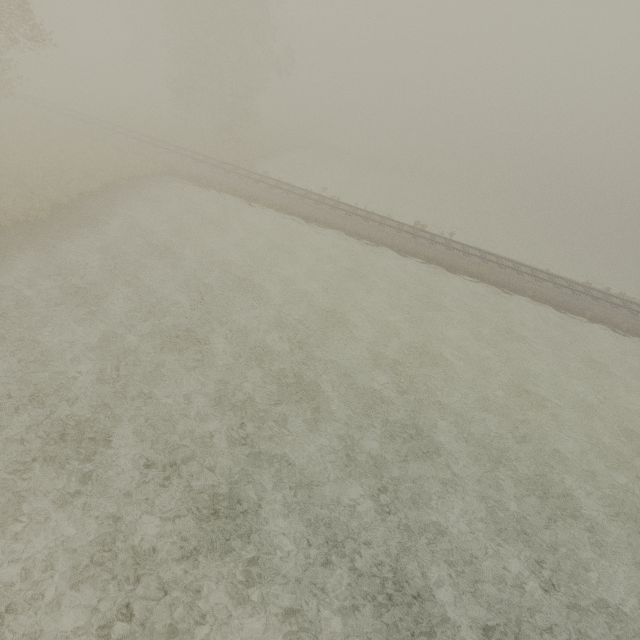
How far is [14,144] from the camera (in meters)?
22.78
